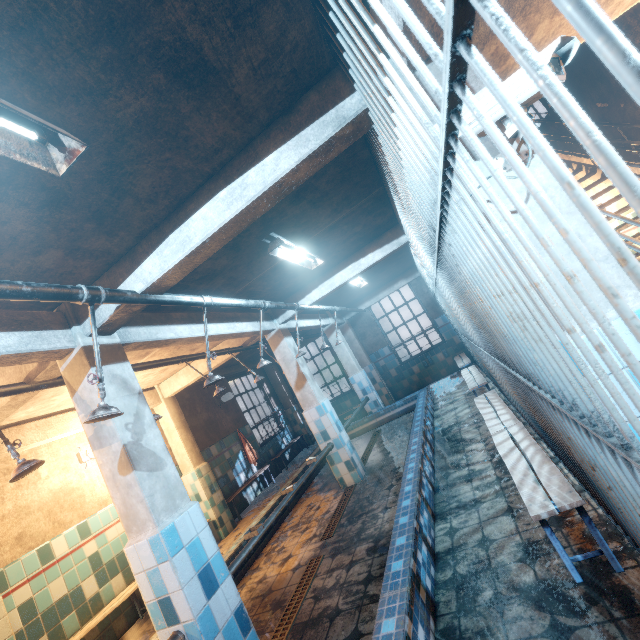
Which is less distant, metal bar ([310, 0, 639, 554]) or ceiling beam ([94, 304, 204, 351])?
metal bar ([310, 0, 639, 554])

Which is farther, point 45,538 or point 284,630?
point 45,538

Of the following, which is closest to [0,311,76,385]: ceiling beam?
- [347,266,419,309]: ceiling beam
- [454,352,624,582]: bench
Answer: [454,352,624,582]: bench

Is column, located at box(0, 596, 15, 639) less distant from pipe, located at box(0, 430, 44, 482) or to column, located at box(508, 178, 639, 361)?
pipe, located at box(0, 430, 44, 482)

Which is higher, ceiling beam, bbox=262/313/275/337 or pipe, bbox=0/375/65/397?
ceiling beam, bbox=262/313/275/337

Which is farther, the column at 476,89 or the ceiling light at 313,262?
the ceiling light at 313,262

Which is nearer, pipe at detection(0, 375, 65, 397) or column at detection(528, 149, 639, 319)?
column at detection(528, 149, 639, 319)

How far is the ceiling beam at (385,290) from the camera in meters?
8.7
